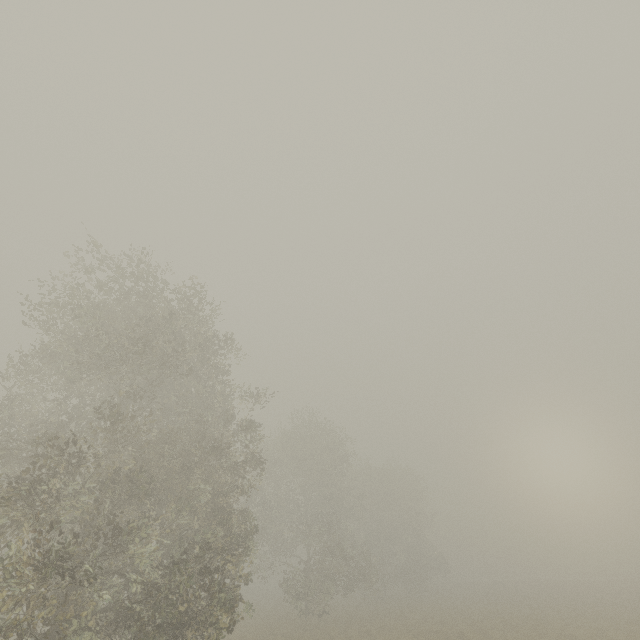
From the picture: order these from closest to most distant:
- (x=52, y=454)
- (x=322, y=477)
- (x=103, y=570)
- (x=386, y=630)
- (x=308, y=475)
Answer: (x=52, y=454)
(x=103, y=570)
(x=386, y=630)
(x=308, y=475)
(x=322, y=477)
